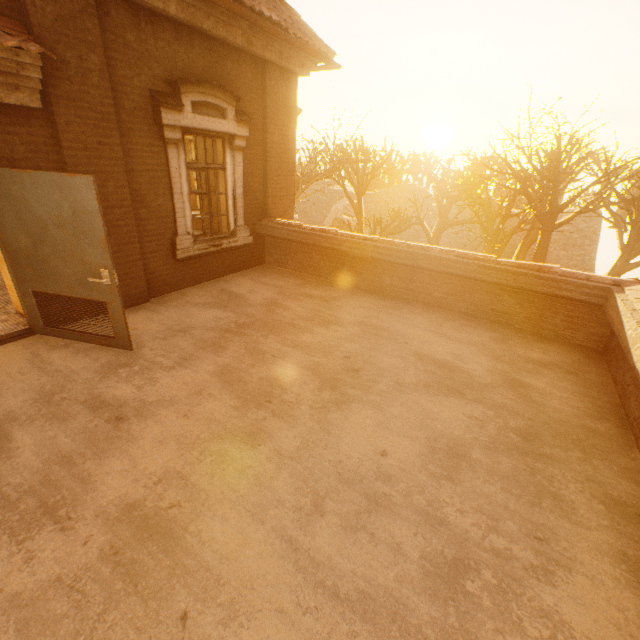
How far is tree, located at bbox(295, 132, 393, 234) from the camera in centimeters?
1495cm

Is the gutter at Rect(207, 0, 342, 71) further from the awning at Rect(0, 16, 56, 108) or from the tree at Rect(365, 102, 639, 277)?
the tree at Rect(365, 102, 639, 277)

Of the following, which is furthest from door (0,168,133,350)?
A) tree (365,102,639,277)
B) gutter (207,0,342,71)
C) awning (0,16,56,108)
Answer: tree (365,102,639,277)

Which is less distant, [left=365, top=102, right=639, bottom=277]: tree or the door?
the door

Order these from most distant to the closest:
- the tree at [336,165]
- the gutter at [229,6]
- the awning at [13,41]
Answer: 1. the tree at [336,165]
2. the gutter at [229,6]
3. the awning at [13,41]

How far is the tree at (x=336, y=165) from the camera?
15.0 meters

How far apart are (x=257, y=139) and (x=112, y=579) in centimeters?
743cm

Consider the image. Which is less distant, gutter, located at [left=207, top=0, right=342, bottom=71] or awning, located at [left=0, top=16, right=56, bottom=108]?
awning, located at [left=0, top=16, right=56, bottom=108]
